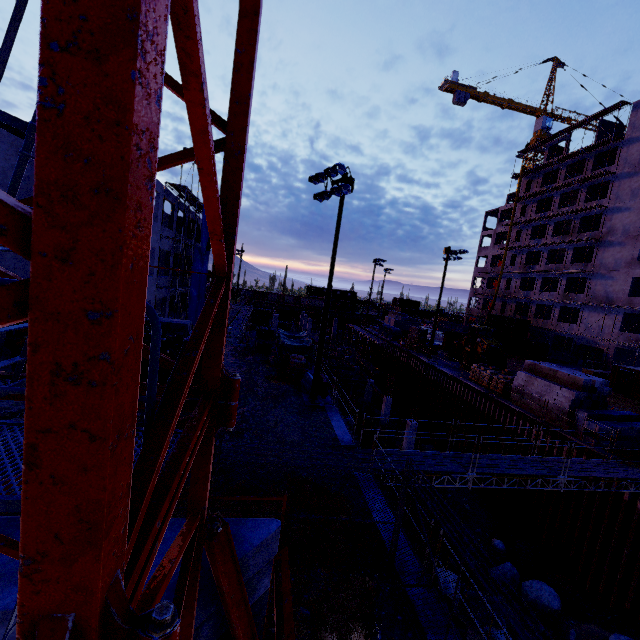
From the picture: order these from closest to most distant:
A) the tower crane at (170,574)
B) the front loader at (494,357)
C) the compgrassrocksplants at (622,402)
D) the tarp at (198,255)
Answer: the tower crane at (170,574) < the compgrassrocksplants at (622,402) < the front loader at (494,357) < the tarp at (198,255)

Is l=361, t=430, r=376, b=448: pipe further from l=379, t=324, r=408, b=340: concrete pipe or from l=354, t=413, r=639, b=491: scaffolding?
l=379, t=324, r=408, b=340: concrete pipe

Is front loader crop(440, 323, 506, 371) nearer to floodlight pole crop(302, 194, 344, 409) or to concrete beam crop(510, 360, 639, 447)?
concrete beam crop(510, 360, 639, 447)

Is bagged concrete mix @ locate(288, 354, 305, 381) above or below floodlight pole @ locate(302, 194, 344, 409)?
above

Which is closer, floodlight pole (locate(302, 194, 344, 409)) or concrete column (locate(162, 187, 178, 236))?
floodlight pole (locate(302, 194, 344, 409))

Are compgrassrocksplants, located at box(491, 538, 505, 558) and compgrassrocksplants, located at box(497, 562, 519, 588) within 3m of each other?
yes

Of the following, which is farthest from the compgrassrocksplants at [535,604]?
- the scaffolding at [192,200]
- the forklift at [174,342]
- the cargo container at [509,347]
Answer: the cargo container at [509,347]

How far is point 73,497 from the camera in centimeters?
76cm
